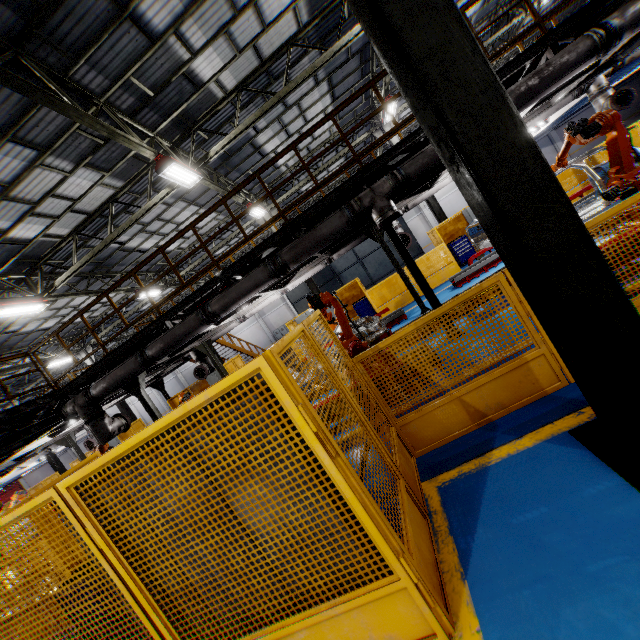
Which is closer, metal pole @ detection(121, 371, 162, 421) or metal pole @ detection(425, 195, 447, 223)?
metal pole @ detection(121, 371, 162, 421)

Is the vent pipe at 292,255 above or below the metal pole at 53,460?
above

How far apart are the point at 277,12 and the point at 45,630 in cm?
1208

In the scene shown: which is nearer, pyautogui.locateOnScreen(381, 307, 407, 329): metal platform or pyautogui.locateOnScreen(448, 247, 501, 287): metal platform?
pyautogui.locateOnScreen(448, 247, 501, 287): metal platform

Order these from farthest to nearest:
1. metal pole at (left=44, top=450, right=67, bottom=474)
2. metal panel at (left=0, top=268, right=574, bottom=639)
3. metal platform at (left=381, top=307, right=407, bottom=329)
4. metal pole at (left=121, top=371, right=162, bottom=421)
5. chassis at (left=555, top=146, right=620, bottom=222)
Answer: metal pole at (left=44, top=450, right=67, bottom=474), metal platform at (left=381, top=307, right=407, bottom=329), metal pole at (left=121, top=371, right=162, bottom=421), chassis at (left=555, top=146, right=620, bottom=222), metal panel at (left=0, top=268, right=574, bottom=639)

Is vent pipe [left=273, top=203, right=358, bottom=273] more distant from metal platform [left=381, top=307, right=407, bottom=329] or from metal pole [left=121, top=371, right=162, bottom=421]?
metal platform [left=381, top=307, right=407, bottom=329]

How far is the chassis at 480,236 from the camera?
8.71m

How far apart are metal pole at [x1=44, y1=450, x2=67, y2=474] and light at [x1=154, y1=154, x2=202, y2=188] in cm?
2311
